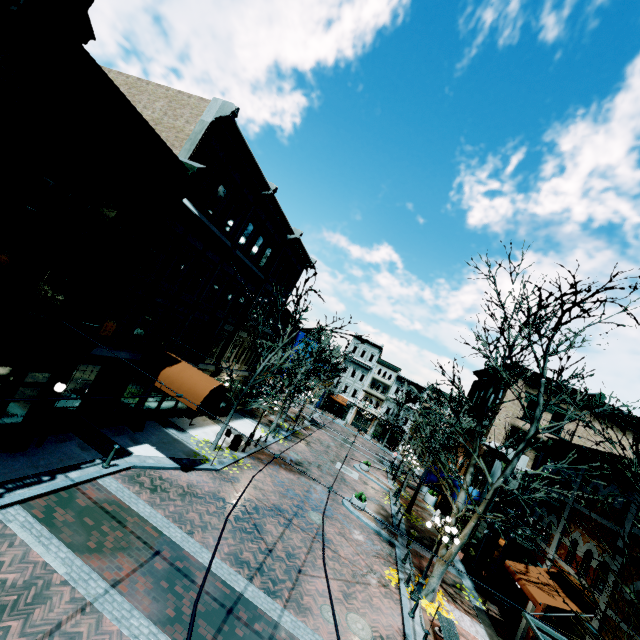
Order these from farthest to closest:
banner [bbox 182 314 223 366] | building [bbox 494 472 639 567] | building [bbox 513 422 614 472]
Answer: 1. banner [bbox 182 314 223 366]
2. building [bbox 513 422 614 472]
3. building [bbox 494 472 639 567]

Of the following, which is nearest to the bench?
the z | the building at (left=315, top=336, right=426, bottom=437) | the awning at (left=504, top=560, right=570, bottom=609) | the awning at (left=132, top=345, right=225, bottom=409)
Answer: the awning at (left=504, top=560, right=570, bottom=609)

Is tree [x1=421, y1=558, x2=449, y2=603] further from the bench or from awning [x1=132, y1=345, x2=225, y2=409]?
awning [x1=132, y1=345, x2=225, y2=409]

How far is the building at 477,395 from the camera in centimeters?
2981cm

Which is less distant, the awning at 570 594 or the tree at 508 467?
the tree at 508 467

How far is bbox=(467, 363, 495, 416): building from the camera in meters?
29.8

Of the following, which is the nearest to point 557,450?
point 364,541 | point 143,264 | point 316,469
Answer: point 364,541
